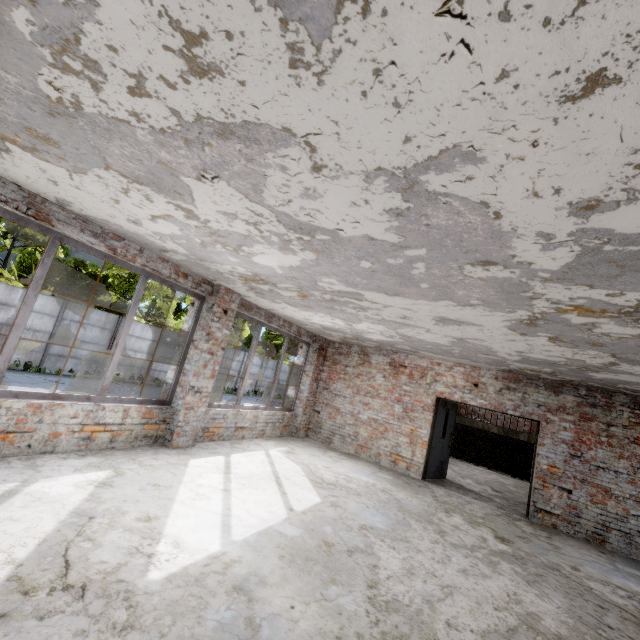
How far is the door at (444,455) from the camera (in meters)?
8.79

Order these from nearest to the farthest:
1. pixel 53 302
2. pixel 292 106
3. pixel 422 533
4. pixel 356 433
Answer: pixel 292 106, pixel 422 533, pixel 356 433, pixel 53 302

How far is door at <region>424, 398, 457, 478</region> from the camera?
8.8m
